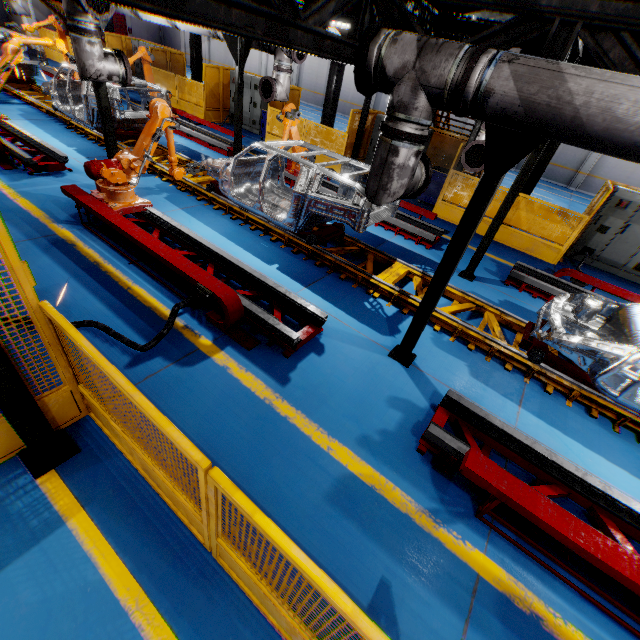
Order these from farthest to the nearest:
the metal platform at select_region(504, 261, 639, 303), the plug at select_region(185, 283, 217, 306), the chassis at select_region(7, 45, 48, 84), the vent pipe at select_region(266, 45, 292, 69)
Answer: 1. the chassis at select_region(7, 45, 48, 84)
2. the vent pipe at select_region(266, 45, 292, 69)
3. the metal platform at select_region(504, 261, 639, 303)
4. the plug at select_region(185, 283, 217, 306)

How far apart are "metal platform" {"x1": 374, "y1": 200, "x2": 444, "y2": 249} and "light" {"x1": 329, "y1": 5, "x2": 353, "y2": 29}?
4.34m

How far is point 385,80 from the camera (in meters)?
3.11

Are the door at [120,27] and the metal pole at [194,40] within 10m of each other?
no

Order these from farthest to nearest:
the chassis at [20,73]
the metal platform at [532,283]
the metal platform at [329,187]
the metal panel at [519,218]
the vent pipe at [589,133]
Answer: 1. the chassis at [20,73]
2. the metal platform at [329,187]
3. the metal panel at [519,218]
4. the metal platform at [532,283]
5. the vent pipe at [589,133]

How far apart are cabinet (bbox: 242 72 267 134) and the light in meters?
10.8 m

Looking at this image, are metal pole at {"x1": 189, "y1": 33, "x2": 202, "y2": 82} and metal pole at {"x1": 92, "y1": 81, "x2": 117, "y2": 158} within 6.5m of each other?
no

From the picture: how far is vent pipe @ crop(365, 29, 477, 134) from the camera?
2.77m
